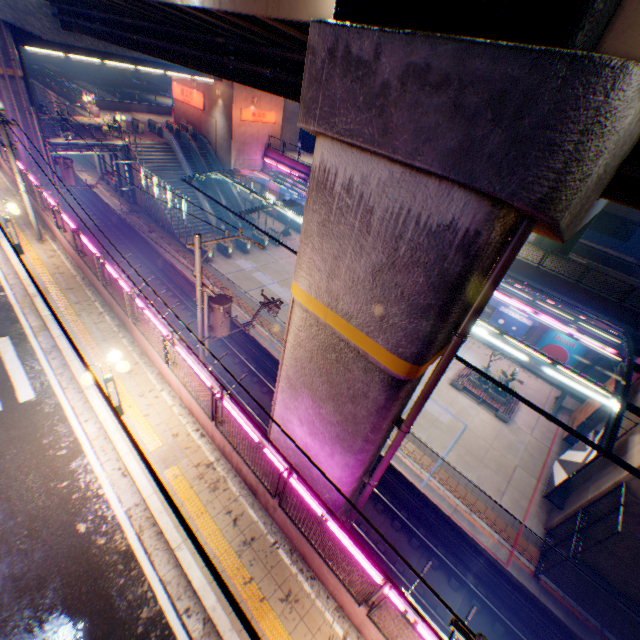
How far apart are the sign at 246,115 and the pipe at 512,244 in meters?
35.5

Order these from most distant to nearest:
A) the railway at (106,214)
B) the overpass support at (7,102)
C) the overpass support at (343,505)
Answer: the railway at (106,214)
the overpass support at (7,102)
the overpass support at (343,505)

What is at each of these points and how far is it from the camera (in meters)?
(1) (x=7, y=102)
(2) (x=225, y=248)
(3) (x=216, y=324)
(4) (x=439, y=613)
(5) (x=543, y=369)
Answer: (1) overpass support, 21.78
(2) ticket machine, 29.06
(3) electric pole, 12.71
(4) railway, 12.72
(5) billboard, 23.80

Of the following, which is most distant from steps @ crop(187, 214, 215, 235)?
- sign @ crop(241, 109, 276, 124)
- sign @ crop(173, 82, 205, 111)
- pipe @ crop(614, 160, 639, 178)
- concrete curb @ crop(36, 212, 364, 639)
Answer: pipe @ crop(614, 160, 639, 178)

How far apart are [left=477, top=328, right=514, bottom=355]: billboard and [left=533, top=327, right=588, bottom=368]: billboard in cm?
83

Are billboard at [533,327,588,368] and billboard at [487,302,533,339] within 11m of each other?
yes

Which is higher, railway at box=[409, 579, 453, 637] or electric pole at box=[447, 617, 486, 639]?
electric pole at box=[447, 617, 486, 639]

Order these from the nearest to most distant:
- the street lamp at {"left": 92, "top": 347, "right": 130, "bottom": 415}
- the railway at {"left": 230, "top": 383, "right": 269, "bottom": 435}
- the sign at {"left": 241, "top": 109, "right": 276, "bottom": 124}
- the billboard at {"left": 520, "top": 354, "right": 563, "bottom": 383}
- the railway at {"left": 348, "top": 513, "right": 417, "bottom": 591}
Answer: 1. the street lamp at {"left": 92, "top": 347, "right": 130, "bottom": 415}
2. the railway at {"left": 348, "top": 513, "right": 417, "bottom": 591}
3. the railway at {"left": 230, "top": 383, "right": 269, "bottom": 435}
4. the billboard at {"left": 520, "top": 354, "right": 563, "bottom": 383}
5. the sign at {"left": 241, "top": 109, "right": 276, "bottom": 124}
